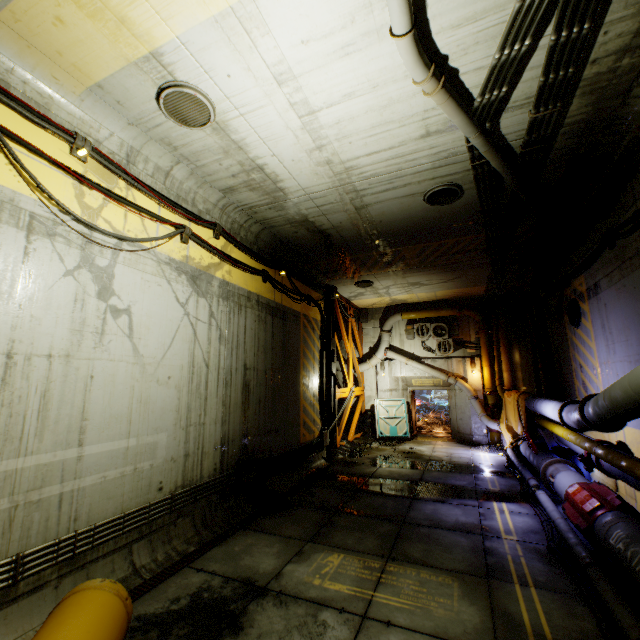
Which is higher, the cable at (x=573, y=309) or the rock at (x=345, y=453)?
the cable at (x=573, y=309)

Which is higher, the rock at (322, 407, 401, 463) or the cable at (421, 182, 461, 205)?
the cable at (421, 182, 461, 205)

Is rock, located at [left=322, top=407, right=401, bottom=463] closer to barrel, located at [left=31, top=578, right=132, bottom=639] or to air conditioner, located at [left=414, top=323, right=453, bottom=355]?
air conditioner, located at [left=414, top=323, right=453, bottom=355]

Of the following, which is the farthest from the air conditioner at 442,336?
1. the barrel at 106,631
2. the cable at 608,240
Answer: the barrel at 106,631

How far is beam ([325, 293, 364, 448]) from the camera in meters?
13.5 m

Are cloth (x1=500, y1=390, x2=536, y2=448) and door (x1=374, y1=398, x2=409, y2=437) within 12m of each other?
yes

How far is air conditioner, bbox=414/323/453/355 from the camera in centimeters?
1623cm

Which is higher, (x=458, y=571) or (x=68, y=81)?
(x=68, y=81)
